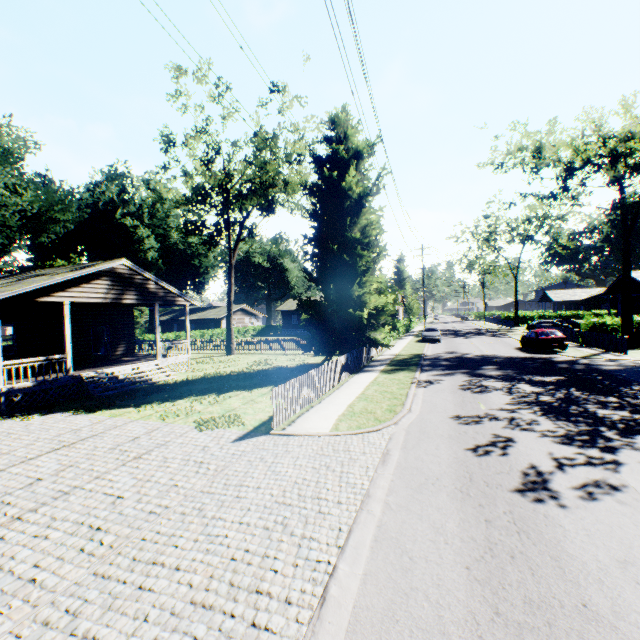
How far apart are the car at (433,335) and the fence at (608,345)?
10.91m

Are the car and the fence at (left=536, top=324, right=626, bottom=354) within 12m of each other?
yes

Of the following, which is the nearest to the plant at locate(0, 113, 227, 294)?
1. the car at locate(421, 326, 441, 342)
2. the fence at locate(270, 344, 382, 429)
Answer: the fence at locate(270, 344, 382, 429)

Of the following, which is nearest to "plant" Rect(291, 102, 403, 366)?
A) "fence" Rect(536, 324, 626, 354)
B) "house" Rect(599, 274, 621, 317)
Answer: "fence" Rect(536, 324, 626, 354)

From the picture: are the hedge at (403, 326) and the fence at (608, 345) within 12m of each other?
no

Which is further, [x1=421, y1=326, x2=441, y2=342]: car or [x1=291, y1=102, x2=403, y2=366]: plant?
[x1=421, y1=326, x2=441, y2=342]: car

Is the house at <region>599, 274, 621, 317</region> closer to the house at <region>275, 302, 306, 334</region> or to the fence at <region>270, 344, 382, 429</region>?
the house at <region>275, 302, 306, 334</region>

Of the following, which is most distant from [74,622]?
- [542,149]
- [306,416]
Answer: [542,149]
